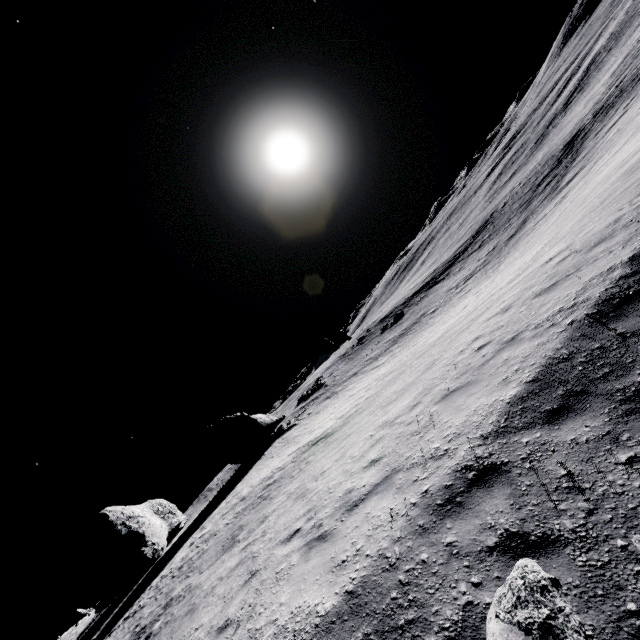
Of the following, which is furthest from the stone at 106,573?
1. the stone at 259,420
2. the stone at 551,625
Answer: the stone at 551,625

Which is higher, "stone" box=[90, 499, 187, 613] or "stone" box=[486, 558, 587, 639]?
"stone" box=[90, 499, 187, 613]

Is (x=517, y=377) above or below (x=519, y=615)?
below

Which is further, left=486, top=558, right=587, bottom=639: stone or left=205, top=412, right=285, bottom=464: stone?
left=205, top=412, right=285, bottom=464: stone

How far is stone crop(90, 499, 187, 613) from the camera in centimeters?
2495cm

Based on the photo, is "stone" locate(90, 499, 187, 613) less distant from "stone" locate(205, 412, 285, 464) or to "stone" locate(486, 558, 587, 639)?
"stone" locate(205, 412, 285, 464)

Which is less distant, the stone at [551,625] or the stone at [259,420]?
the stone at [551,625]
